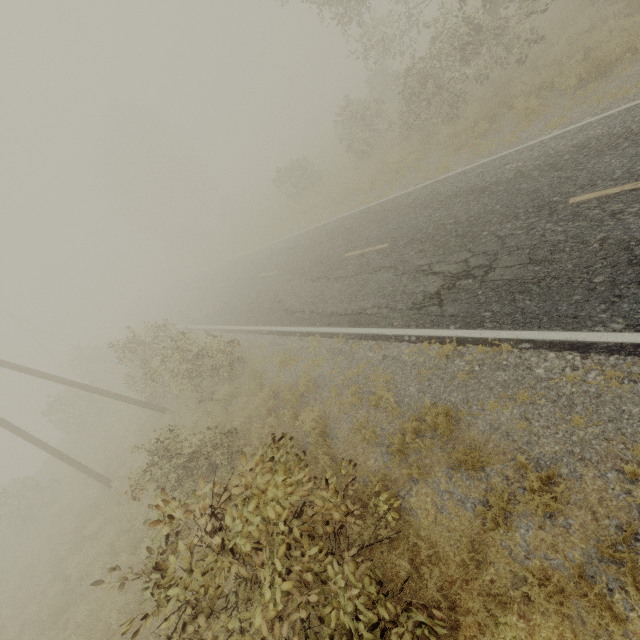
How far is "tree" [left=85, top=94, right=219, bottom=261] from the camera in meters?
40.8

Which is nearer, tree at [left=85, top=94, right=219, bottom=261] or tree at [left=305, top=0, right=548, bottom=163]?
tree at [left=305, top=0, right=548, bottom=163]

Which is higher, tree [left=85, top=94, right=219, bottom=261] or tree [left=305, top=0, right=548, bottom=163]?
tree [left=85, top=94, right=219, bottom=261]

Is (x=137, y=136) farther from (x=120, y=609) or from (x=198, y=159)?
(x=120, y=609)

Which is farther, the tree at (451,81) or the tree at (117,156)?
the tree at (117,156)

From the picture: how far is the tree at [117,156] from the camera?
40.8 meters
